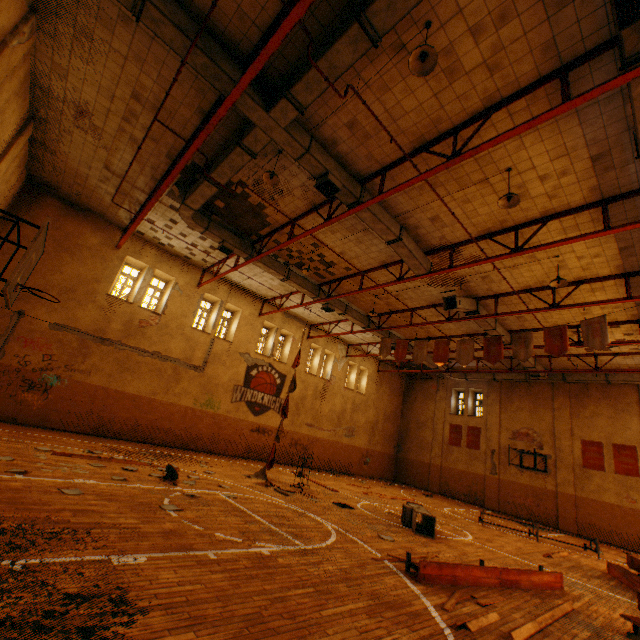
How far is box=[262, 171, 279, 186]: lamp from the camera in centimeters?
848cm

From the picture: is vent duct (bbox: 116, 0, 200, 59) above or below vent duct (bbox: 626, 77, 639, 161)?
above

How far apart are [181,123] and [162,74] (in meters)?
1.27

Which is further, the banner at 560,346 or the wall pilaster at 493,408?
the wall pilaster at 493,408

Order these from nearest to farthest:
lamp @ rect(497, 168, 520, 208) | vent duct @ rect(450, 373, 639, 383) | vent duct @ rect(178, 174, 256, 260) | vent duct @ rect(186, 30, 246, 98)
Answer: vent duct @ rect(186, 30, 246, 98)
lamp @ rect(497, 168, 520, 208)
vent duct @ rect(178, 174, 256, 260)
vent duct @ rect(450, 373, 639, 383)

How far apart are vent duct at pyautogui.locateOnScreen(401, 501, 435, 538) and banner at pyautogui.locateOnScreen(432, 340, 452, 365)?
5.73m

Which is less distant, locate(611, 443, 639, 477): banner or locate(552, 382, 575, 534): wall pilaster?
locate(611, 443, 639, 477): banner

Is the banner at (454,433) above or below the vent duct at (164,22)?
below
